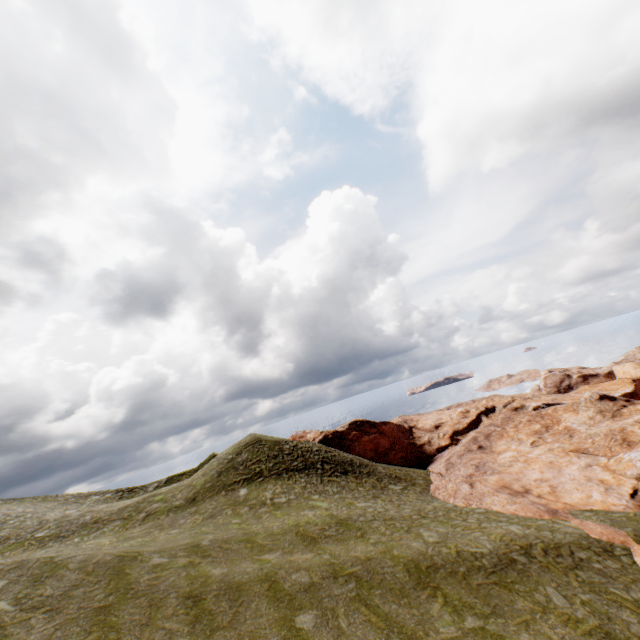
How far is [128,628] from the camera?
11.5m
